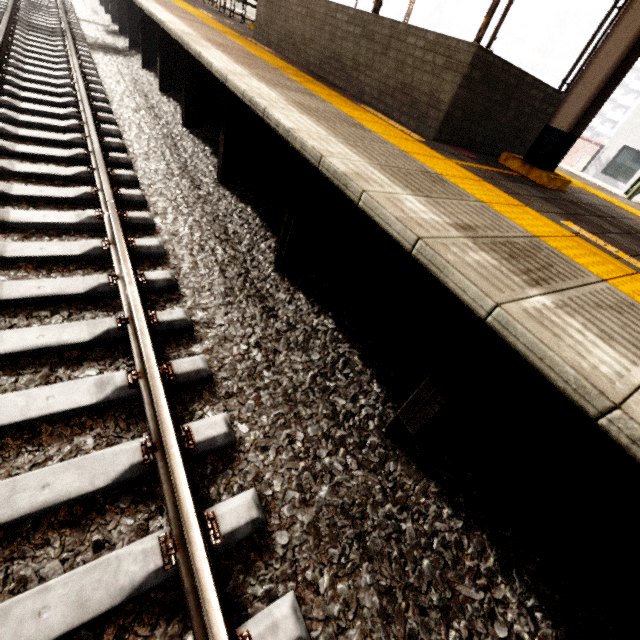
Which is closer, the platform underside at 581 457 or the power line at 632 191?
the platform underside at 581 457

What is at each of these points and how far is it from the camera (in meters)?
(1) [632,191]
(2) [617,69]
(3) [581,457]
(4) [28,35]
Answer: (1) power line, 8.88
(2) awning structure, 3.70
(3) platform underside, 1.76
(4) train track, 7.11

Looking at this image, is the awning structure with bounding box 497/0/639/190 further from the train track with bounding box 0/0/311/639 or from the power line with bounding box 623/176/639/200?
the train track with bounding box 0/0/311/639

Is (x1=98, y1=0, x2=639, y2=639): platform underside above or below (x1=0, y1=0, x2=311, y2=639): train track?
above

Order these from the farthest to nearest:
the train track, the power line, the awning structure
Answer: the power line, the awning structure, the train track

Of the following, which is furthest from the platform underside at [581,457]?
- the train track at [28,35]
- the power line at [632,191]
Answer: the power line at [632,191]

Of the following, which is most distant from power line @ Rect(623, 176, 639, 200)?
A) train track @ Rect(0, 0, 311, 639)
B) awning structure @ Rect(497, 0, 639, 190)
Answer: train track @ Rect(0, 0, 311, 639)

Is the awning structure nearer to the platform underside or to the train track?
the platform underside
